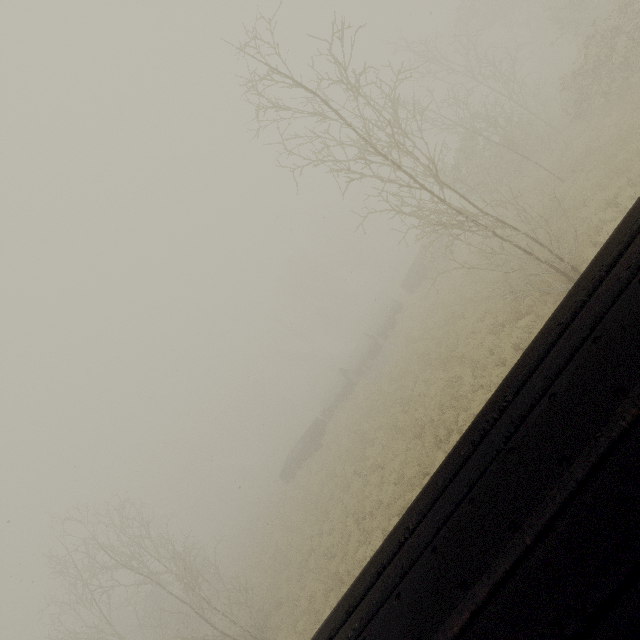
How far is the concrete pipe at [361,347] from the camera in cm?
2853

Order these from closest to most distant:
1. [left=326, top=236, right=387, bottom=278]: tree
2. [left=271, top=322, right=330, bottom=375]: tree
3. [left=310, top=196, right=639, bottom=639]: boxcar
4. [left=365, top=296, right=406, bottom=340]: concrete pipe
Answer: [left=310, top=196, right=639, bottom=639]: boxcar
[left=365, top=296, right=406, bottom=340]: concrete pipe
[left=326, top=236, right=387, bottom=278]: tree
[left=271, top=322, right=330, bottom=375]: tree

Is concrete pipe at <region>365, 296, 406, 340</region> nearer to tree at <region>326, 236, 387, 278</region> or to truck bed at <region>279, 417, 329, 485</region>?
truck bed at <region>279, 417, 329, 485</region>

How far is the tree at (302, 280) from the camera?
56.0 meters

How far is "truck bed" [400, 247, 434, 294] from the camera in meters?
26.7 m

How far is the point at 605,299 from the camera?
1.6 meters

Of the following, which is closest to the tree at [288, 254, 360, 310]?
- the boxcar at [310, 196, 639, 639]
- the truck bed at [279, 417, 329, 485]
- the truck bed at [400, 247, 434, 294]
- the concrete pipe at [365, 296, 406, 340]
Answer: the truck bed at [400, 247, 434, 294]

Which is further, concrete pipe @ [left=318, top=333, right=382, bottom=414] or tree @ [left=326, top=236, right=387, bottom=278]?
tree @ [left=326, top=236, right=387, bottom=278]
